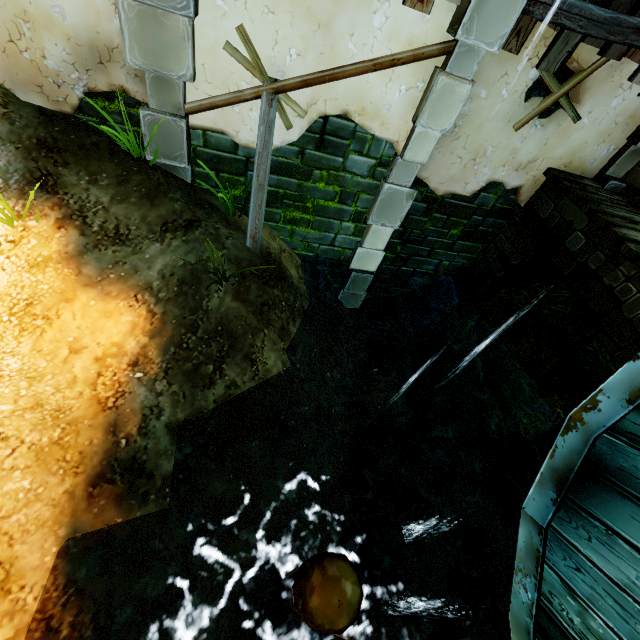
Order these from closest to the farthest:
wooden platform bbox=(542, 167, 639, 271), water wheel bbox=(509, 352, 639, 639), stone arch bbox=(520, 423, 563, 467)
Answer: water wheel bbox=(509, 352, 639, 639) → wooden platform bbox=(542, 167, 639, 271) → stone arch bbox=(520, 423, 563, 467)

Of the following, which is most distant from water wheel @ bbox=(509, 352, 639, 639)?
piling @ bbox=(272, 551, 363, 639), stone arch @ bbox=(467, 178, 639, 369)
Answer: stone arch @ bbox=(467, 178, 639, 369)

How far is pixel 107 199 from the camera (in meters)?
3.79

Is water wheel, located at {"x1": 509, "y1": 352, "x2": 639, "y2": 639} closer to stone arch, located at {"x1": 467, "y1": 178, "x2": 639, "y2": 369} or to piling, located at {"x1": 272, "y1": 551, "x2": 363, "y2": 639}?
piling, located at {"x1": 272, "y1": 551, "x2": 363, "y2": 639}

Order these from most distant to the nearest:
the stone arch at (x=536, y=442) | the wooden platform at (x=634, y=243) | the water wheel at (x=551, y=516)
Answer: the stone arch at (x=536, y=442), the wooden platform at (x=634, y=243), the water wheel at (x=551, y=516)

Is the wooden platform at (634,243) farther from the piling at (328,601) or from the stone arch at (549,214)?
the piling at (328,601)

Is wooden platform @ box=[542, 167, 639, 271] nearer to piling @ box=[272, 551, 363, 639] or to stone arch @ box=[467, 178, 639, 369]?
stone arch @ box=[467, 178, 639, 369]

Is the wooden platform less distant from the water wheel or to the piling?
the water wheel
